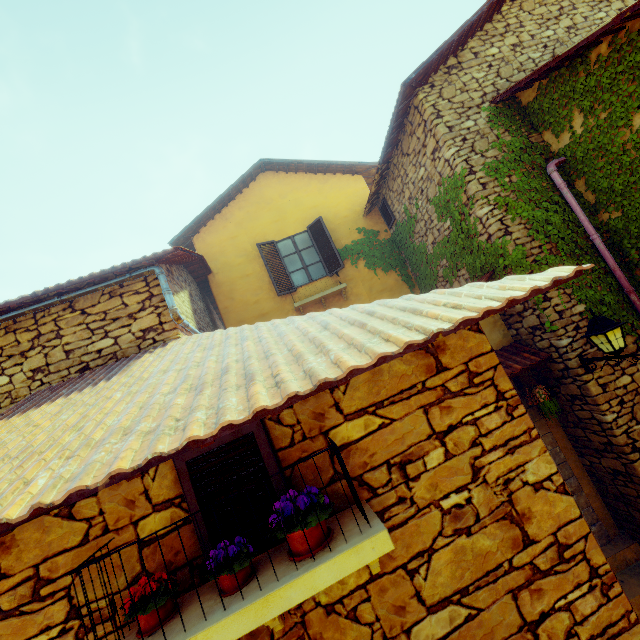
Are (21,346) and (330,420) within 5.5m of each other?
yes

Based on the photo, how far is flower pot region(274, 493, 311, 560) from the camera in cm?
169

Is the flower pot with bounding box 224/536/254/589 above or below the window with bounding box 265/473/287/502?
below

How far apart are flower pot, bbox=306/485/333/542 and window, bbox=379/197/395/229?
8.2 meters

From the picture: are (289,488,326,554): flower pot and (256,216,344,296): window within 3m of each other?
no

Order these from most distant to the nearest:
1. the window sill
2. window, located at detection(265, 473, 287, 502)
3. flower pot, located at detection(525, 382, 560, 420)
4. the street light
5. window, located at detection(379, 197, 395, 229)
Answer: window, located at detection(379, 197, 395, 229) → flower pot, located at detection(525, 382, 560, 420) → the street light → window, located at detection(265, 473, 287, 502) → the window sill

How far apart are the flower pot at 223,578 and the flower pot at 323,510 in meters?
0.2

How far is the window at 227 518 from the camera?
1.9 meters
